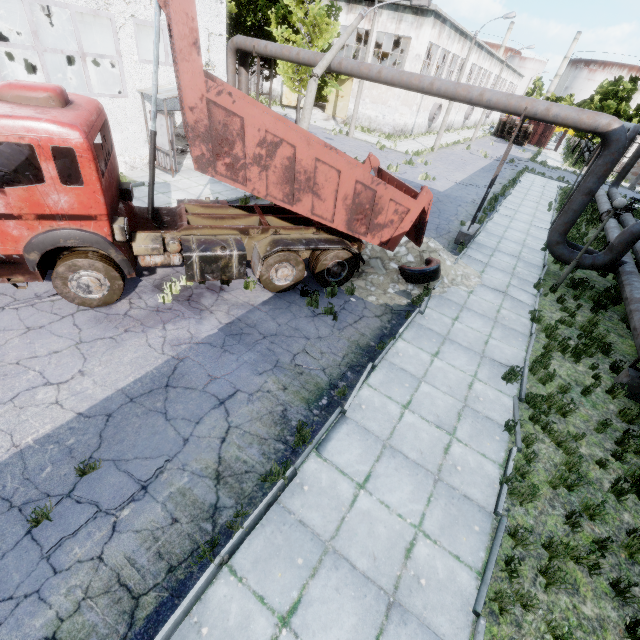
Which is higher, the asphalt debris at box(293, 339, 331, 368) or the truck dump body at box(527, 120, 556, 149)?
the truck dump body at box(527, 120, 556, 149)

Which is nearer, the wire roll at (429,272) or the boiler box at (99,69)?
the wire roll at (429,272)

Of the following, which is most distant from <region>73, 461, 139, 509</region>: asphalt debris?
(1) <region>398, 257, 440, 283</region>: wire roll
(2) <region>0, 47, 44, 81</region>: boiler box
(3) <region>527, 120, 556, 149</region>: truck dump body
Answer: (3) <region>527, 120, 556, 149</region>: truck dump body

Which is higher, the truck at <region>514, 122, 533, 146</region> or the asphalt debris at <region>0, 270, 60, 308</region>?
the truck at <region>514, 122, 533, 146</region>

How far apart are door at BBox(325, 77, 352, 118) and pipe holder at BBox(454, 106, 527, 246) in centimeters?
2731cm

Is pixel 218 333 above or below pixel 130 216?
below

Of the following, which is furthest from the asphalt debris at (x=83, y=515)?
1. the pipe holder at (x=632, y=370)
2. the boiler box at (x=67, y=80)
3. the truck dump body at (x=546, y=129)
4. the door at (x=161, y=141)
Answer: the truck dump body at (x=546, y=129)

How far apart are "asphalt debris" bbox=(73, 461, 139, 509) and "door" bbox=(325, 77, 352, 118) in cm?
3925
